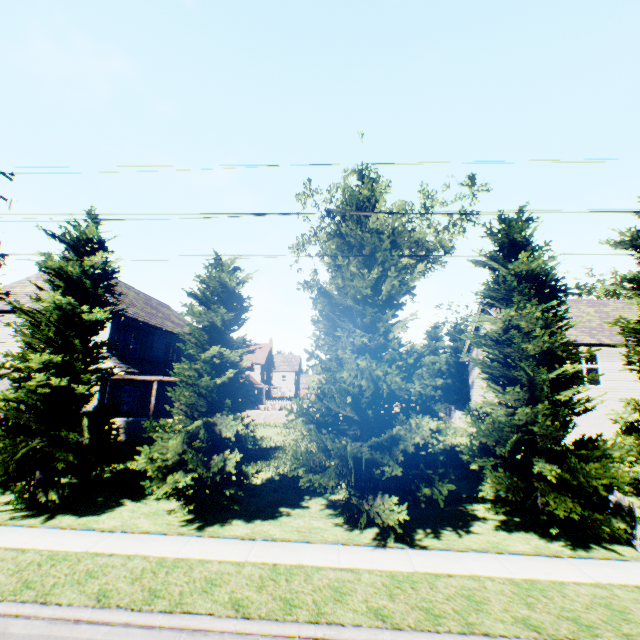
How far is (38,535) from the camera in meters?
8.6 m

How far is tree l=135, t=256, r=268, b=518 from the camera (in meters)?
9.73

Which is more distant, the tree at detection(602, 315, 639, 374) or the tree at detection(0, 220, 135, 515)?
the tree at detection(602, 315, 639, 374)

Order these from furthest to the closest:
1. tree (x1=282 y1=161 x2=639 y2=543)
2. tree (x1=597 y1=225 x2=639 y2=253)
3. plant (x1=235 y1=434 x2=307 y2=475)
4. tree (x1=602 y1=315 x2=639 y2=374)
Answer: plant (x1=235 y1=434 x2=307 y2=475), tree (x1=597 y1=225 x2=639 y2=253), tree (x1=602 y1=315 x2=639 y2=374), tree (x1=282 y1=161 x2=639 y2=543)

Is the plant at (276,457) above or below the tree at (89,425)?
below

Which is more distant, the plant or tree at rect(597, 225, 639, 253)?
the plant

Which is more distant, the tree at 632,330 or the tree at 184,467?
the tree at 632,330
